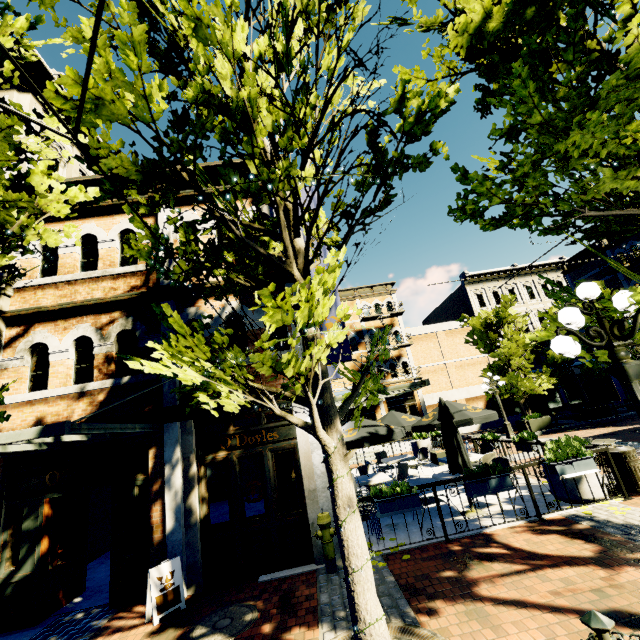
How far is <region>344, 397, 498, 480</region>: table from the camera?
7.70m

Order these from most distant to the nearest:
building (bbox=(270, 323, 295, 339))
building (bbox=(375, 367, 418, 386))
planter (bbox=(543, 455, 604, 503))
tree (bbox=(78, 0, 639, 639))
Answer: building (bbox=(375, 367, 418, 386))
building (bbox=(270, 323, 295, 339))
planter (bbox=(543, 455, 604, 503))
tree (bbox=(78, 0, 639, 639))

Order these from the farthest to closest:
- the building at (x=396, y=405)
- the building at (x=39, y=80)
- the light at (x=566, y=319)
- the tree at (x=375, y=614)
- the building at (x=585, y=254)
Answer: the building at (x=585, y=254) < the building at (x=396, y=405) < the building at (x=39, y=80) < the light at (x=566, y=319) < the tree at (x=375, y=614)

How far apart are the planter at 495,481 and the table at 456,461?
2.57m

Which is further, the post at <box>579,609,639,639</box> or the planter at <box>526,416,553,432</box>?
the planter at <box>526,416,553,432</box>

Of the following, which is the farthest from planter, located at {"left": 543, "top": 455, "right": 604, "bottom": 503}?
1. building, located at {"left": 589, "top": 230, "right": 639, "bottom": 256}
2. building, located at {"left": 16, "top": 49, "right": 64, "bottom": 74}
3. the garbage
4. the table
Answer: building, located at {"left": 589, "top": 230, "right": 639, "bottom": 256}

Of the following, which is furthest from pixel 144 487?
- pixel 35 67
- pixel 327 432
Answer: pixel 35 67

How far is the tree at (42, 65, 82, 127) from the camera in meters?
2.3
